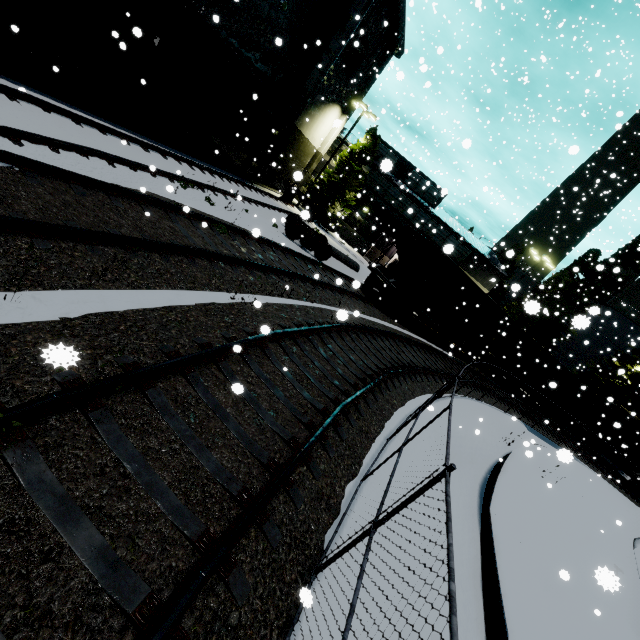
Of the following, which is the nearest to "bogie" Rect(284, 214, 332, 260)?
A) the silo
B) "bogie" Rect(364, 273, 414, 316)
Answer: "bogie" Rect(364, 273, 414, 316)

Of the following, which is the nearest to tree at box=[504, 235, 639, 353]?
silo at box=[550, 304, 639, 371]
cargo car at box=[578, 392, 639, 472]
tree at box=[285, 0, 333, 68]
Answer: silo at box=[550, 304, 639, 371]

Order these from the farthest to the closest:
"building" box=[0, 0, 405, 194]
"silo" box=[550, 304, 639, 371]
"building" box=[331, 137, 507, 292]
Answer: "silo" box=[550, 304, 639, 371] → "building" box=[331, 137, 507, 292] → "building" box=[0, 0, 405, 194]

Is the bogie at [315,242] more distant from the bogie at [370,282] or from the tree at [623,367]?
the tree at [623,367]

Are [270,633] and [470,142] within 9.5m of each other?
yes

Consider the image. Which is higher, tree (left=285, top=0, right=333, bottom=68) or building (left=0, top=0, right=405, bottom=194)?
tree (left=285, top=0, right=333, bottom=68)

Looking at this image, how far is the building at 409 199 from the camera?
→ 31.86m

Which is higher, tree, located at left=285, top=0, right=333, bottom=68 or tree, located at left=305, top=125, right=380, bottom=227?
tree, located at left=285, top=0, right=333, bottom=68
